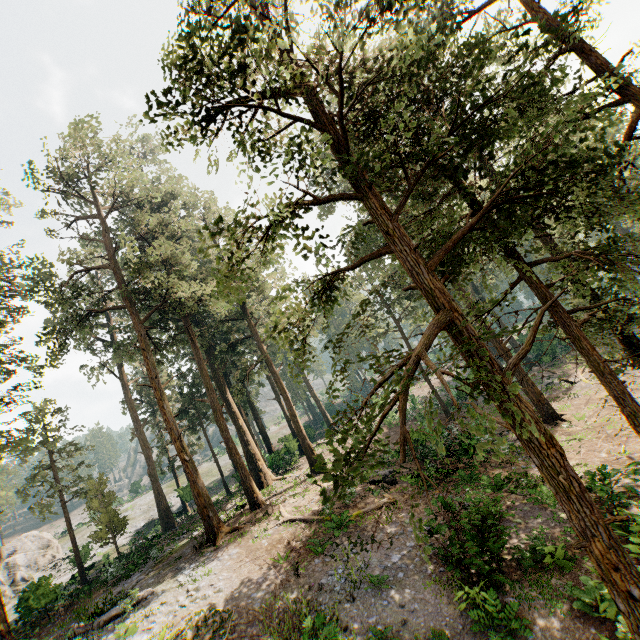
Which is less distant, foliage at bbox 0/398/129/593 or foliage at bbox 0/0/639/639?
foliage at bbox 0/0/639/639

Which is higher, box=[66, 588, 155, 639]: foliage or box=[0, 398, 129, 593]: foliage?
box=[0, 398, 129, 593]: foliage

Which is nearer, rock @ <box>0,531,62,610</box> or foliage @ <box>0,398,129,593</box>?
foliage @ <box>0,398,129,593</box>

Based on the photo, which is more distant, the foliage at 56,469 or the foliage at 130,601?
the foliage at 56,469

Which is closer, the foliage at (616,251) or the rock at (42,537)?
the foliage at (616,251)

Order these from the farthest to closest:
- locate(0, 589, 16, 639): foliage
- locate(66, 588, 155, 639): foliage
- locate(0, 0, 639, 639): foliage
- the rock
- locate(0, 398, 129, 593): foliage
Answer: the rock < locate(0, 398, 129, 593): foliage < locate(0, 589, 16, 639): foliage < locate(66, 588, 155, 639): foliage < locate(0, 0, 639, 639): foliage

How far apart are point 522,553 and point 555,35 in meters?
18.3 m
